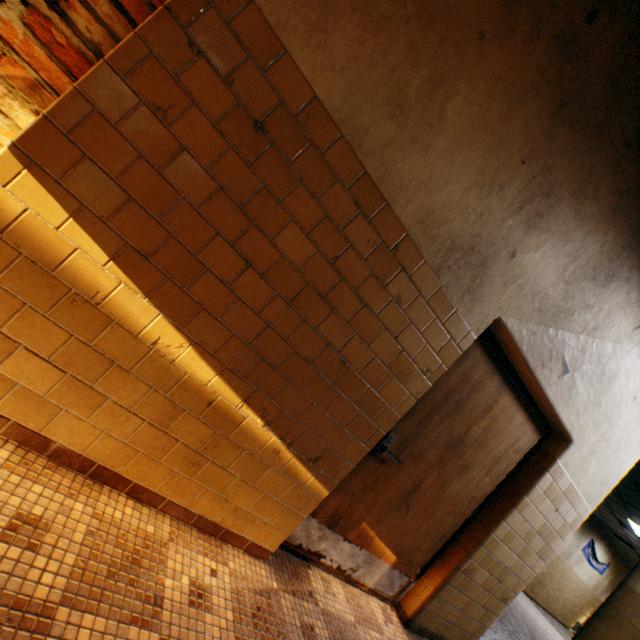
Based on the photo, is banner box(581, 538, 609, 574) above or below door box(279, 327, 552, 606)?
above

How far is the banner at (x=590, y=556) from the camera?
12.7m

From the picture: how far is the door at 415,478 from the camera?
2.38m

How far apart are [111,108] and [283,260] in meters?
0.9 m

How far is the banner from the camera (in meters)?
12.73

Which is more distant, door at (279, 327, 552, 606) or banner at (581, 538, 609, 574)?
banner at (581, 538, 609, 574)

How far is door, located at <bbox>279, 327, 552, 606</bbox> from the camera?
2.38m
